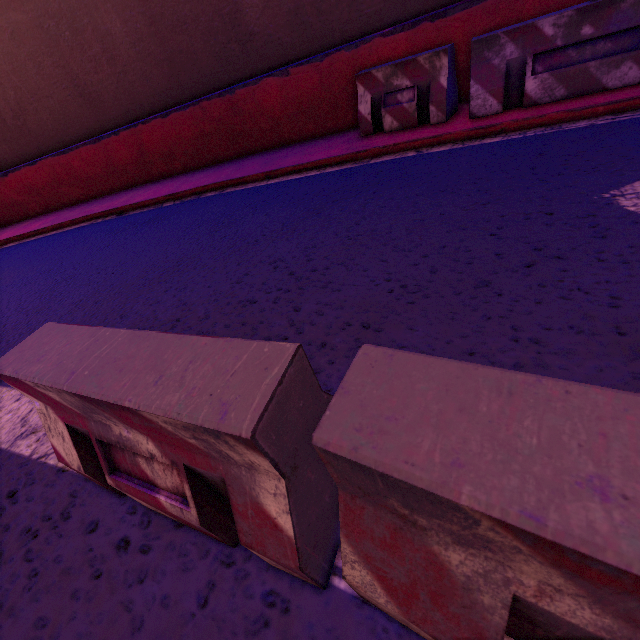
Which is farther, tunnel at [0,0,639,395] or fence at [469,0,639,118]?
fence at [469,0,639,118]

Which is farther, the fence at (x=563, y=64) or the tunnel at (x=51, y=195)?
the fence at (x=563, y=64)

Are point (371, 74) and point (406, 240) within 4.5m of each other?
yes

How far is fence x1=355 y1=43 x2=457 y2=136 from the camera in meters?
4.6 m

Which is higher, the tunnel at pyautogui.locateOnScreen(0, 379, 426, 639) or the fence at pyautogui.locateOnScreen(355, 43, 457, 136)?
the fence at pyautogui.locateOnScreen(355, 43, 457, 136)

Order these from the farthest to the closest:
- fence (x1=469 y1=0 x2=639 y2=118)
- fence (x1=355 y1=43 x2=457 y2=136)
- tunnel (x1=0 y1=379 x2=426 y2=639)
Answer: fence (x1=355 y1=43 x2=457 y2=136), fence (x1=469 y1=0 x2=639 y2=118), tunnel (x1=0 y1=379 x2=426 y2=639)

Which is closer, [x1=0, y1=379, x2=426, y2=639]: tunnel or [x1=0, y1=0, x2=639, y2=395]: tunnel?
[x1=0, y1=379, x2=426, y2=639]: tunnel

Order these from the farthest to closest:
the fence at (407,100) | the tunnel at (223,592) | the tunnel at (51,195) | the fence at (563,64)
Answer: the fence at (407,100)
the fence at (563,64)
the tunnel at (51,195)
the tunnel at (223,592)
